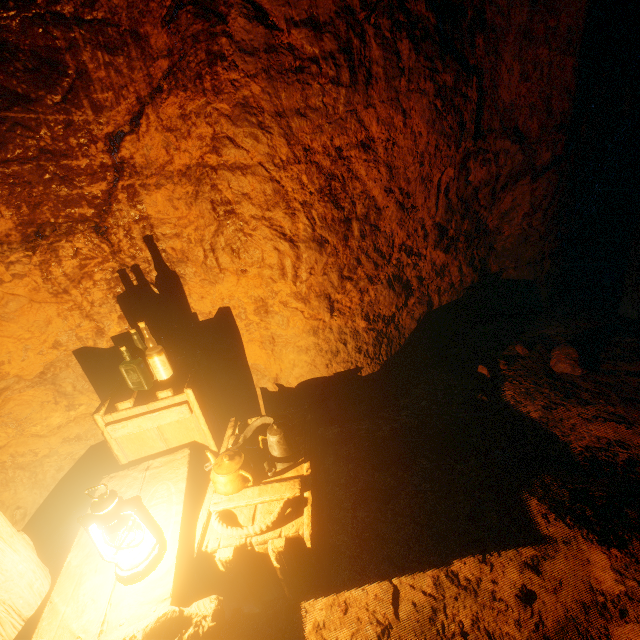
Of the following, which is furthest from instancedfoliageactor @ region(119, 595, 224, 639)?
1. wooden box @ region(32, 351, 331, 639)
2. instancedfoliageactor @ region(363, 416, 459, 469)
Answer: instancedfoliageactor @ region(363, 416, 459, 469)

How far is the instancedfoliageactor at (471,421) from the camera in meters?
2.7 m

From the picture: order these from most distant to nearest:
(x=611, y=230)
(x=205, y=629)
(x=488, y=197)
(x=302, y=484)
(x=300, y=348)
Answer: (x=611, y=230), (x=488, y=197), (x=300, y=348), (x=302, y=484), (x=205, y=629)

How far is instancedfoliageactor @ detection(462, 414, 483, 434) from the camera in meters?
2.7

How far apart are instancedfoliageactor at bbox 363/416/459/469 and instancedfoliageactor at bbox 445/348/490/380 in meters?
1.0 m

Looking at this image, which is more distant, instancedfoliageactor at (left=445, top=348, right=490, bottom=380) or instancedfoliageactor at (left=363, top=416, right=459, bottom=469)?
instancedfoliageactor at (left=445, top=348, right=490, bottom=380)

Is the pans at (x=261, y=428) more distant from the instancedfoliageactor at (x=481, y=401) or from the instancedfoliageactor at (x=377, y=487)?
the instancedfoliageactor at (x=481, y=401)

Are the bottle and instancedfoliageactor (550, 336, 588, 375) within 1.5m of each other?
no
